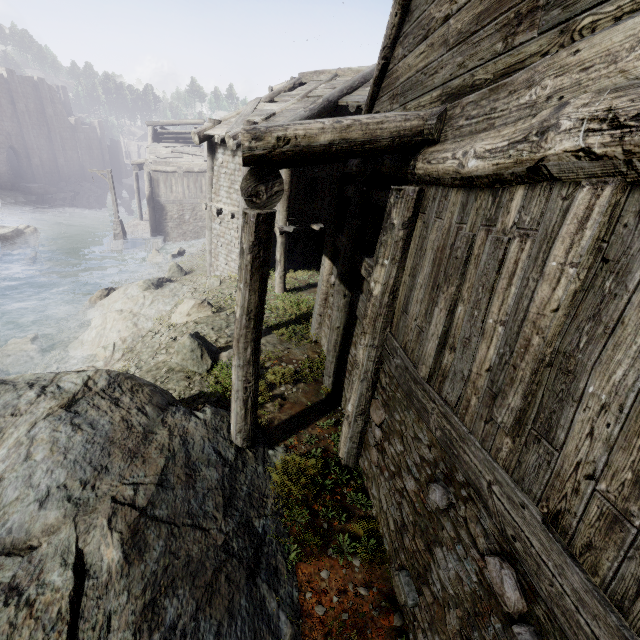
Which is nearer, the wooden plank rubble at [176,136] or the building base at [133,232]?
the building base at [133,232]

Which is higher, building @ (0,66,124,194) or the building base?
building @ (0,66,124,194)

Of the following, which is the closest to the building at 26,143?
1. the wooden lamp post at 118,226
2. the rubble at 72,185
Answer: the rubble at 72,185

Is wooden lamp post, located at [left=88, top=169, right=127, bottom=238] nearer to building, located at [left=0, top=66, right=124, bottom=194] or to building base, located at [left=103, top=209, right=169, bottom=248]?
building base, located at [left=103, top=209, right=169, bottom=248]

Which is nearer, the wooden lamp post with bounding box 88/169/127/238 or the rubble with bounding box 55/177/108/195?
the wooden lamp post with bounding box 88/169/127/238

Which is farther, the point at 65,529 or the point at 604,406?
the point at 65,529

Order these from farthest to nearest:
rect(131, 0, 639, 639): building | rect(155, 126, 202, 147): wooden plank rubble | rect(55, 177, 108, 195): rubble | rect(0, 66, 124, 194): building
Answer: rect(55, 177, 108, 195): rubble → rect(0, 66, 124, 194): building → rect(155, 126, 202, 147): wooden plank rubble → rect(131, 0, 639, 639): building

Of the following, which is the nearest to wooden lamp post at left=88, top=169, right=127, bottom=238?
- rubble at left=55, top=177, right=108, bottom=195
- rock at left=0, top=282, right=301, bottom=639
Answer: rock at left=0, top=282, right=301, bottom=639
